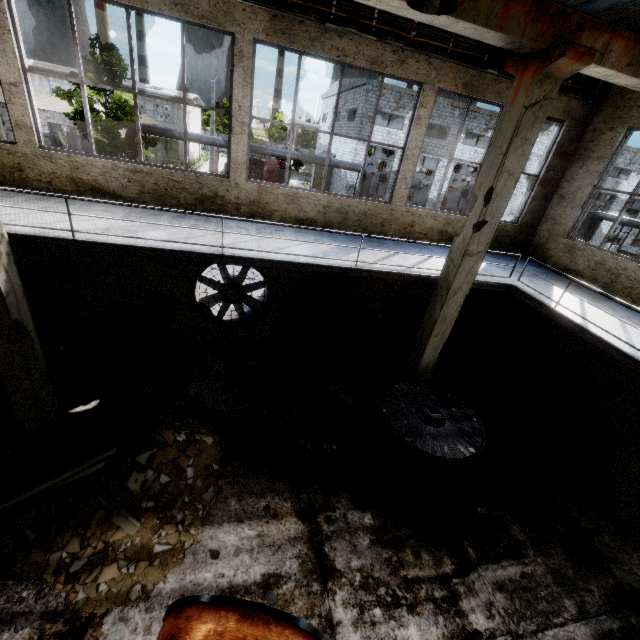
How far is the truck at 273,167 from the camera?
42.2m

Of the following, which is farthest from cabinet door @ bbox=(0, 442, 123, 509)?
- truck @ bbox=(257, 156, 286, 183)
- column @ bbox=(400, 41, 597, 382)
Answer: truck @ bbox=(257, 156, 286, 183)

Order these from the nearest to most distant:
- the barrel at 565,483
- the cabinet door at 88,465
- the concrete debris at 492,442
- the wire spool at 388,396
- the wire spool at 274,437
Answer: the cabinet door at 88,465 → the wire spool at 388,396 → the wire spool at 274,437 → the barrel at 565,483 → the concrete debris at 492,442

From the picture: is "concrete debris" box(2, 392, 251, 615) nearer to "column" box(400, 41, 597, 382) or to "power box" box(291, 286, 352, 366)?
"power box" box(291, 286, 352, 366)

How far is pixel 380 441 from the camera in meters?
6.7

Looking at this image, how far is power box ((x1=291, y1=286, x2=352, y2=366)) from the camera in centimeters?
894cm

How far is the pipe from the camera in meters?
26.6 m

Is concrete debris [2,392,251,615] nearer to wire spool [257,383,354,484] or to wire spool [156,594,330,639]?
wire spool [257,383,354,484]
